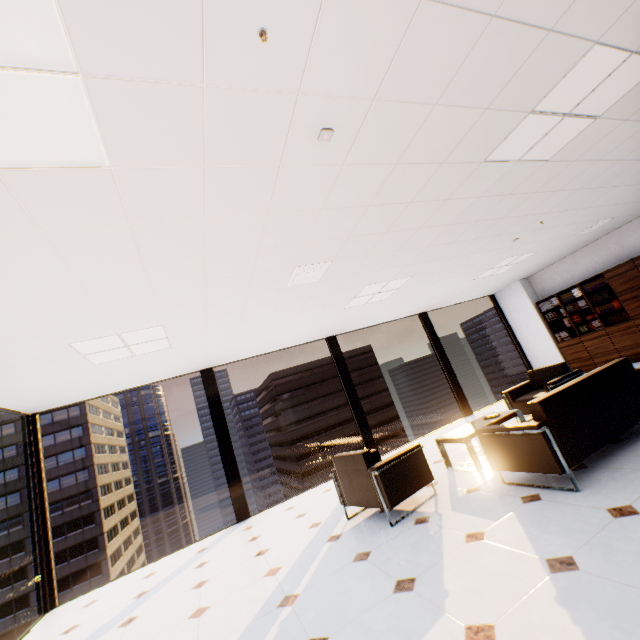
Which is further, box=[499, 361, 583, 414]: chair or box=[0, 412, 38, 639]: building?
box=[0, 412, 38, 639]: building

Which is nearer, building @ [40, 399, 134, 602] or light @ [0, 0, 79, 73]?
light @ [0, 0, 79, 73]

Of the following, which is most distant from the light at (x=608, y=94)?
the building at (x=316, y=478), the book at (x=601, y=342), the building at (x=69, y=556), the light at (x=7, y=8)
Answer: the building at (x=69, y=556)

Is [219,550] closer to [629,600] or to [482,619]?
[482,619]

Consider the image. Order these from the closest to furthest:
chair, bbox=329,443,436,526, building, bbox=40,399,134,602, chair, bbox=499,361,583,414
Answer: chair, bbox=329,443,436,526 < chair, bbox=499,361,583,414 < building, bbox=40,399,134,602

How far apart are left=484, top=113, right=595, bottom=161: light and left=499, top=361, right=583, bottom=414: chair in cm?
338

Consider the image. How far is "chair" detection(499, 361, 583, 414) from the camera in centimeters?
508cm

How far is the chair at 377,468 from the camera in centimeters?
355cm
